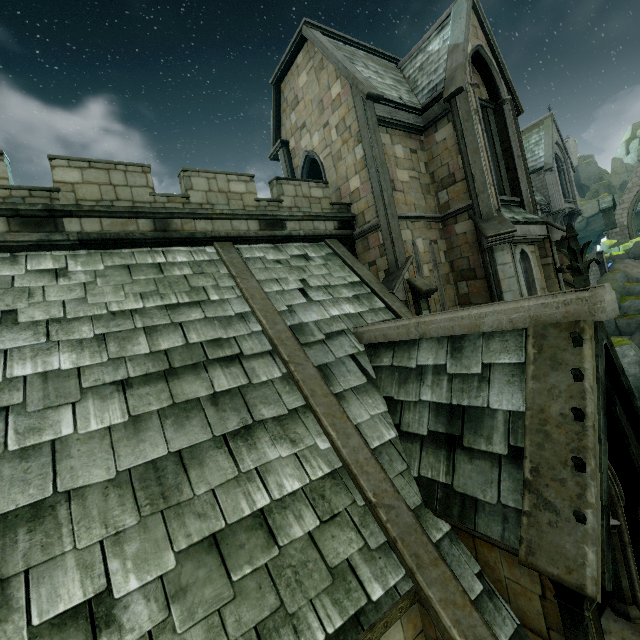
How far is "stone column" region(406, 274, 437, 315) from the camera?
10.3 meters

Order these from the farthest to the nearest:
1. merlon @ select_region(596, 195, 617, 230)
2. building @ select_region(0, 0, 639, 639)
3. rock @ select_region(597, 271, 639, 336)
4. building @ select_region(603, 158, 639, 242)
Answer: merlon @ select_region(596, 195, 617, 230), building @ select_region(603, 158, 639, 242), rock @ select_region(597, 271, 639, 336), building @ select_region(0, 0, 639, 639)

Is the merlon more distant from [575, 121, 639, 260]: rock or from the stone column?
the stone column

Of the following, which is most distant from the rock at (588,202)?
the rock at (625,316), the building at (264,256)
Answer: the rock at (625,316)

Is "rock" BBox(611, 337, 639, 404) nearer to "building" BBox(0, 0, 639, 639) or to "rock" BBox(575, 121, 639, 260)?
"building" BBox(0, 0, 639, 639)

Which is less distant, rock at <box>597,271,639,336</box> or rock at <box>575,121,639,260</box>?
rock at <box>597,271,639,336</box>

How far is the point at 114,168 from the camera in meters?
8.3 m

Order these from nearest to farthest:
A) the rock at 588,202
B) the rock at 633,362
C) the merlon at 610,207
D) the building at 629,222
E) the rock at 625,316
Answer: the rock at 633,362 → the rock at 625,316 → the rock at 588,202 → the building at 629,222 → the merlon at 610,207
